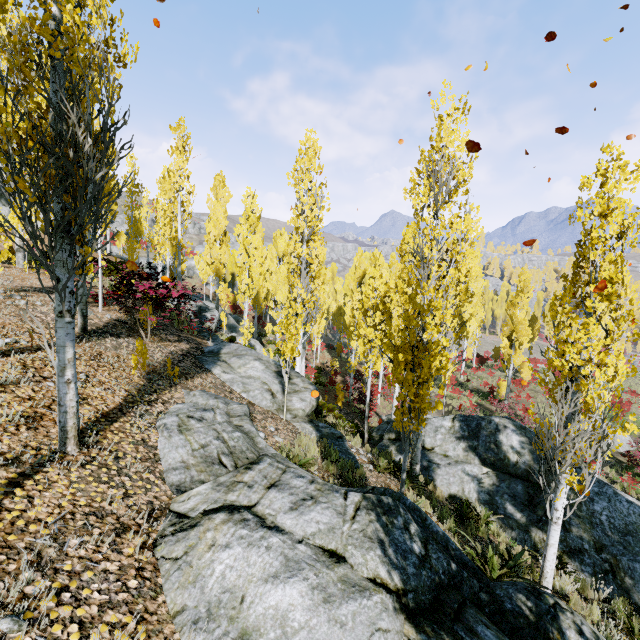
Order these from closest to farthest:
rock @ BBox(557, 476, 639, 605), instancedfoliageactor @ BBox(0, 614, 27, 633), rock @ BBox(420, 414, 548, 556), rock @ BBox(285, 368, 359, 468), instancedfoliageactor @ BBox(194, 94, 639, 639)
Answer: instancedfoliageactor @ BBox(0, 614, 27, 633) → instancedfoliageactor @ BBox(194, 94, 639, 639) → rock @ BBox(557, 476, 639, 605) → rock @ BBox(285, 368, 359, 468) → rock @ BBox(420, 414, 548, 556)

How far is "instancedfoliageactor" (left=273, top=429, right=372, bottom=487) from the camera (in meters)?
5.45

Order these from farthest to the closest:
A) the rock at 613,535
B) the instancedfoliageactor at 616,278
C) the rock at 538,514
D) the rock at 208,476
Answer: the rock at 538,514, the rock at 613,535, the instancedfoliageactor at 616,278, the rock at 208,476

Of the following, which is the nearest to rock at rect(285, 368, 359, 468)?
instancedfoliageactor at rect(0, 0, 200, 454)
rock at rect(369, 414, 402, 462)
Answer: instancedfoliageactor at rect(0, 0, 200, 454)

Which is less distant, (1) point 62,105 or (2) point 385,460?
(1) point 62,105

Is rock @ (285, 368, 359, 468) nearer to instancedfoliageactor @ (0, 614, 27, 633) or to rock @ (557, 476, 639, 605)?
instancedfoliageactor @ (0, 614, 27, 633)

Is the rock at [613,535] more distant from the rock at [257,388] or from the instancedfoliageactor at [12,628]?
the rock at [257,388]

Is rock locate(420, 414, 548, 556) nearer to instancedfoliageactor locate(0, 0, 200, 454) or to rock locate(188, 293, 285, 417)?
rock locate(188, 293, 285, 417)
